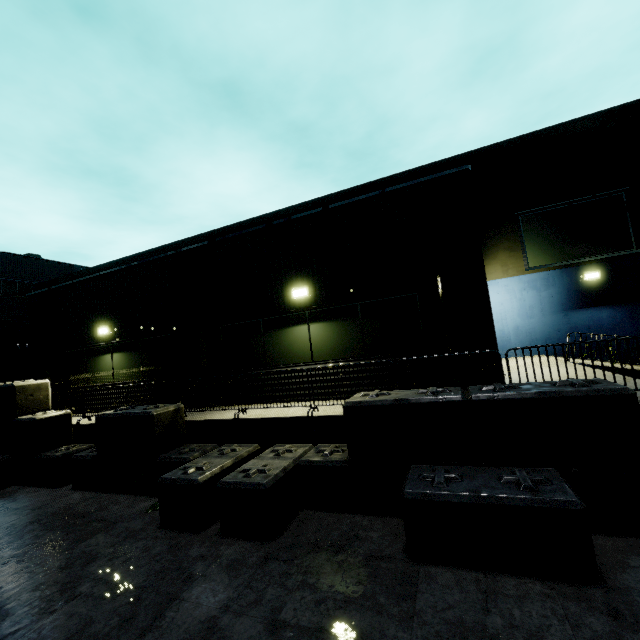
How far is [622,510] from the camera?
4.07m

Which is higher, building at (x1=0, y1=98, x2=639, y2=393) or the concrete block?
building at (x1=0, y1=98, x2=639, y2=393)

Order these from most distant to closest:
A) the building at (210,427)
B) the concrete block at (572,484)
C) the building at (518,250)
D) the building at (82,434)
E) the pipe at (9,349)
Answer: the pipe at (9,349) < the building at (82,434) < the building at (518,250) < the building at (210,427) < the concrete block at (572,484)

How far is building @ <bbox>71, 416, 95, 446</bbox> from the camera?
9.4m

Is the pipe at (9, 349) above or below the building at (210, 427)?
above

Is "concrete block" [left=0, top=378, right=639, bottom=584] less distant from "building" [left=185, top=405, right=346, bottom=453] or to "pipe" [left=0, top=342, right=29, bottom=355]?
"building" [left=185, top=405, right=346, bottom=453]

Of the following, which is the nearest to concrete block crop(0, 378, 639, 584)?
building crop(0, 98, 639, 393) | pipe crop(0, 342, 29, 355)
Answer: building crop(0, 98, 639, 393)
